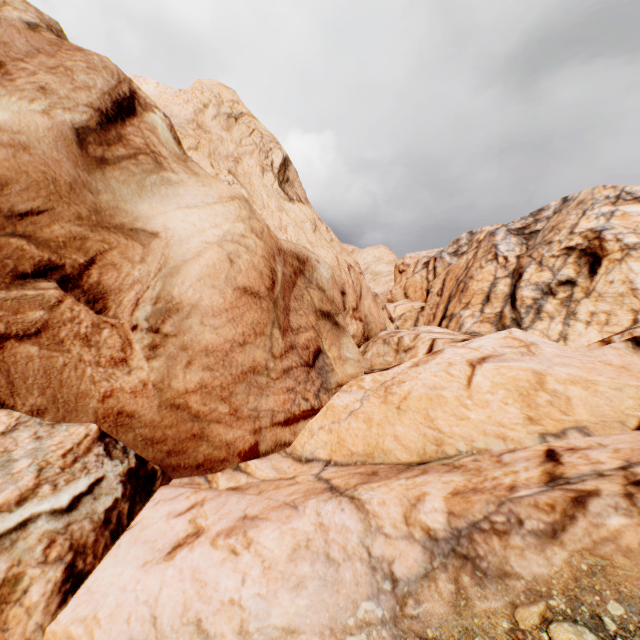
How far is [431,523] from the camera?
4.4 meters
